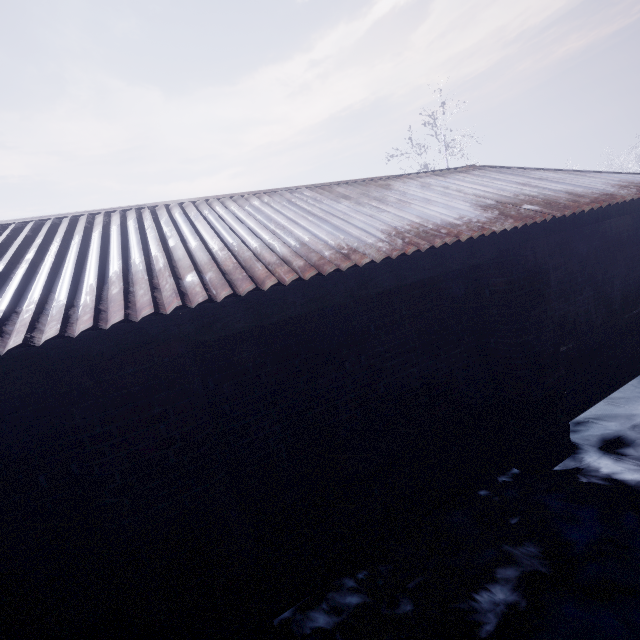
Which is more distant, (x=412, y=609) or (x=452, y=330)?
(x=452, y=330)
